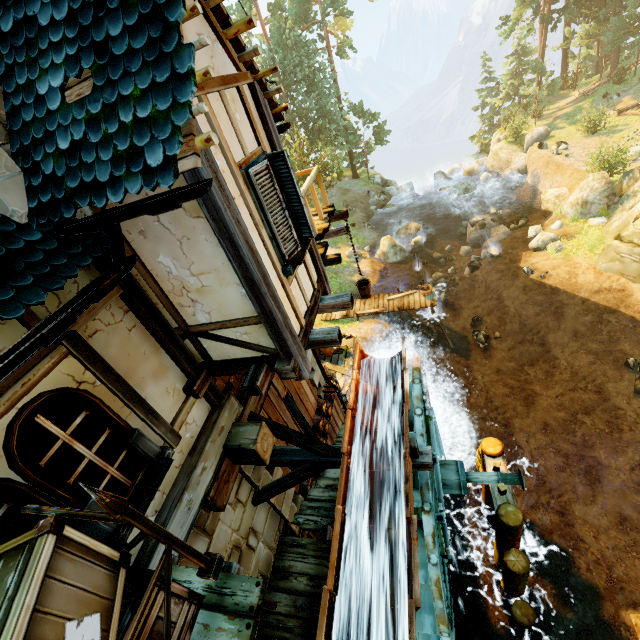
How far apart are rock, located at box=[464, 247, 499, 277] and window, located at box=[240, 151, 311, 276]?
19.76m

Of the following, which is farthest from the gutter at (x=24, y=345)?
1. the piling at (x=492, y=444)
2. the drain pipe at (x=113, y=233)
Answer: the piling at (x=492, y=444)

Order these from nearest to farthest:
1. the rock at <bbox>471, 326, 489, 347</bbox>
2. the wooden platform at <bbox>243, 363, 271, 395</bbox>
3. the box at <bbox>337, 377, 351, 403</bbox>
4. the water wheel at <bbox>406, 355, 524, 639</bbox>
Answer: the wooden platform at <bbox>243, 363, 271, 395</bbox>, the water wheel at <bbox>406, 355, 524, 639</bbox>, the box at <bbox>337, 377, 351, 403</bbox>, the rock at <bbox>471, 326, 489, 347</bbox>

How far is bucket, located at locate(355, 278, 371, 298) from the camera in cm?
871

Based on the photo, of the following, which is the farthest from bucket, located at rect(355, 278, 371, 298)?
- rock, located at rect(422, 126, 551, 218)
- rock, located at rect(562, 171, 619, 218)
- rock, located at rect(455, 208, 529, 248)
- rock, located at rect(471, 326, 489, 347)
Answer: rock, located at rect(422, 126, 551, 218)

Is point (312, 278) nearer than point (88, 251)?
No

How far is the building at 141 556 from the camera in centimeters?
351cm

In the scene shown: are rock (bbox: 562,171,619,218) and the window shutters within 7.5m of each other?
no
